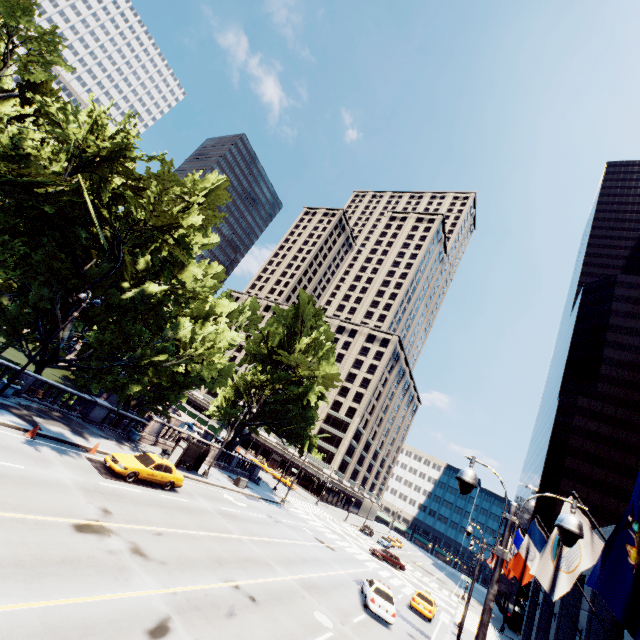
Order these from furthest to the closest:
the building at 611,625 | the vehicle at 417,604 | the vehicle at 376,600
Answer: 1. the vehicle at 417,604
2. the vehicle at 376,600
3. the building at 611,625

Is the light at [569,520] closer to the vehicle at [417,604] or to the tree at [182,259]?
the tree at [182,259]

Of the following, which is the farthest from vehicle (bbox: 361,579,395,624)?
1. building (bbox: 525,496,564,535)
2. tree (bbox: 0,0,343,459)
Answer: building (bbox: 525,496,564,535)

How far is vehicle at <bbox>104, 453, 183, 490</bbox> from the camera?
17.8 meters

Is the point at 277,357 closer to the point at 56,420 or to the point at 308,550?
the point at 308,550

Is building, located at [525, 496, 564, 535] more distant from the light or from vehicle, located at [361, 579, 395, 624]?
the light

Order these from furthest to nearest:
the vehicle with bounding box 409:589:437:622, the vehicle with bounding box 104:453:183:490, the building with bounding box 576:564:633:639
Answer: the vehicle with bounding box 409:589:437:622 → the vehicle with bounding box 104:453:183:490 → the building with bounding box 576:564:633:639

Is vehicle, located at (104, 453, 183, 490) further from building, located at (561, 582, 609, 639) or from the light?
building, located at (561, 582, 609, 639)
